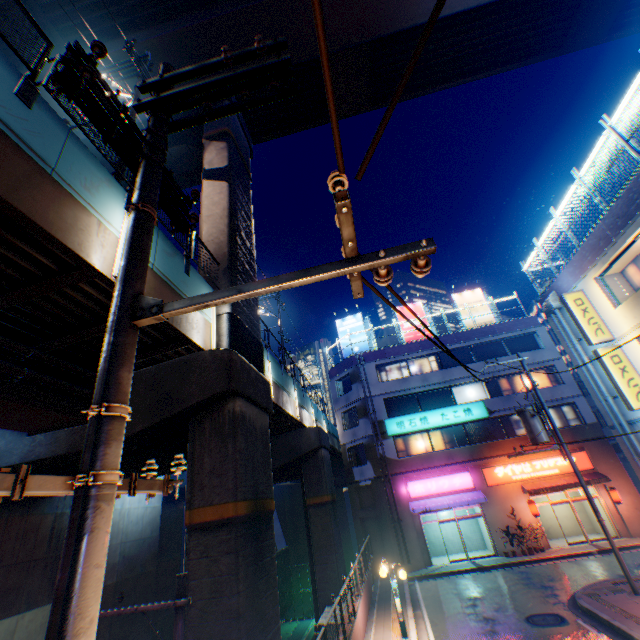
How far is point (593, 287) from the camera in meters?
13.9

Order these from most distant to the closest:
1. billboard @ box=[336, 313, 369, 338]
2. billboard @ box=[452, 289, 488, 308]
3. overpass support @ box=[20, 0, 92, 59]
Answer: billboard @ box=[336, 313, 369, 338] → billboard @ box=[452, 289, 488, 308] → overpass support @ box=[20, 0, 92, 59]

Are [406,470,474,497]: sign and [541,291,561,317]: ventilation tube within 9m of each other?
no

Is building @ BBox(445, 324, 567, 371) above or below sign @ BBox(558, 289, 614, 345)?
above

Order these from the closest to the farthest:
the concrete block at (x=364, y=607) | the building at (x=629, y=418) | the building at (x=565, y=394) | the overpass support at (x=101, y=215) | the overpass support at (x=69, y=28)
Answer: the overpass support at (x=101, y=215) → the concrete block at (x=364, y=607) → the building at (x=629, y=418) → the overpass support at (x=69, y=28) → the building at (x=565, y=394)

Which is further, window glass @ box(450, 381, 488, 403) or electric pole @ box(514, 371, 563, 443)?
window glass @ box(450, 381, 488, 403)

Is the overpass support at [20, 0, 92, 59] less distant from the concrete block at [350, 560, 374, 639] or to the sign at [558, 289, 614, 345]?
the concrete block at [350, 560, 374, 639]

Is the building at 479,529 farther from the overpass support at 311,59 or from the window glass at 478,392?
the overpass support at 311,59
